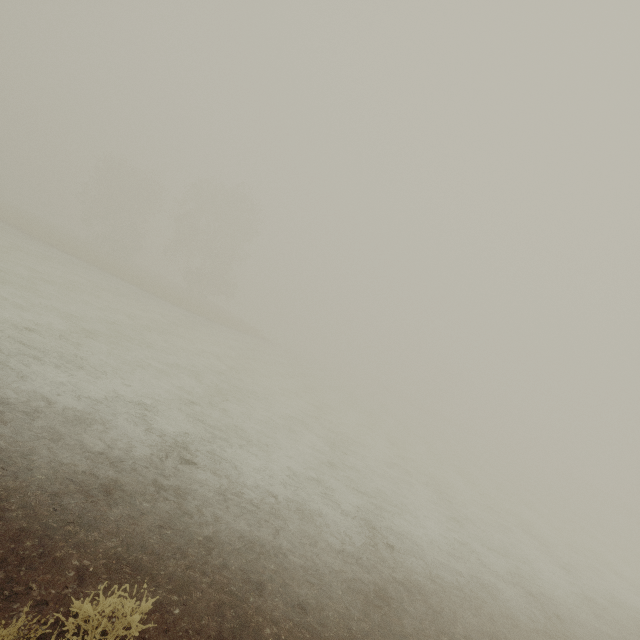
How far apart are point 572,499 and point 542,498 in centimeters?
1714cm
